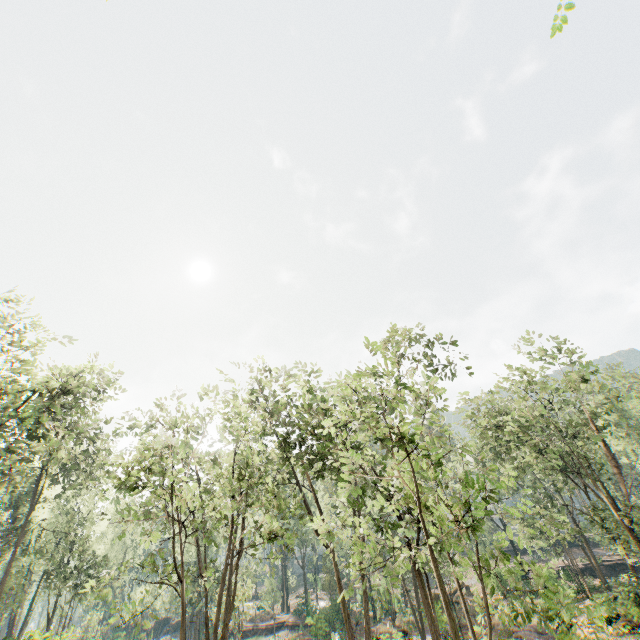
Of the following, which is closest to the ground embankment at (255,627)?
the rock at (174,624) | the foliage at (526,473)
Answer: the foliage at (526,473)

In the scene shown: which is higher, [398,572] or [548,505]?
[548,505]

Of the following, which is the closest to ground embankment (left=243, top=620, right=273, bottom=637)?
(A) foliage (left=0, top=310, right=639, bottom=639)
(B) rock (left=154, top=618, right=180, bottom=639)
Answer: (A) foliage (left=0, top=310, right=639, bottom=639)

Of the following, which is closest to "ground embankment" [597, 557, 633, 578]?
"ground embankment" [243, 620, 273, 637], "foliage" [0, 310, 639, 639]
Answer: "foliage" [0, 310, 639, 639]

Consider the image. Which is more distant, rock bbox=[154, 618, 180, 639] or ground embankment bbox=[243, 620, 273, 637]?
rock bbox=[154, 618, 180, 639]

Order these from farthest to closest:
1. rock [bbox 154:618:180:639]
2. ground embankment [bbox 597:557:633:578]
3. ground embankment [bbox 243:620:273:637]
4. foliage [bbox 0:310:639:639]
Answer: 1. rock [bbox 154:618:180:639]
2. ground embankment [bbox 243:620:273:637]
3. ground embankment [bbox 597:557:633:578]
4. foliage [bbox 0:310:639:639]

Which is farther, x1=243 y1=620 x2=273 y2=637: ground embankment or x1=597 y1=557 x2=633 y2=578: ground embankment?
x1=243 y1=620 x2=273 y2=637: ground embankment

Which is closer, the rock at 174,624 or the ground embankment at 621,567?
the ground embankment at 621,567
